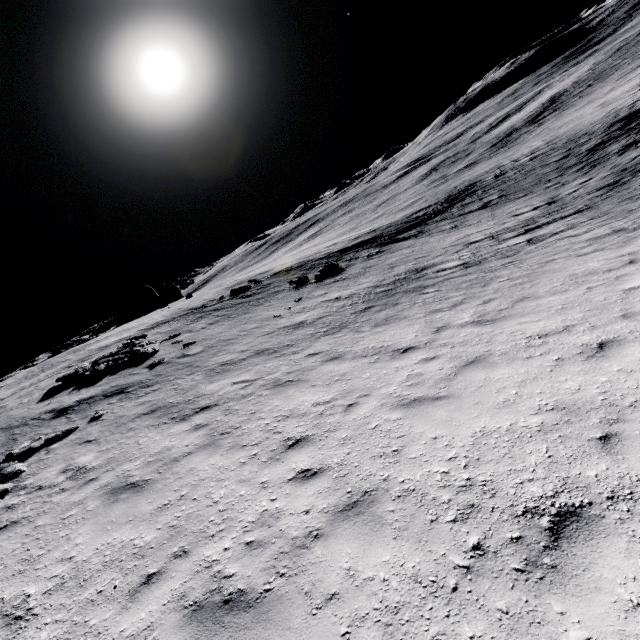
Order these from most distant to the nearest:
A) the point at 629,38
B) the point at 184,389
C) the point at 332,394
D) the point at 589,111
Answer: the point at 629,38
the point at 589,111
the point at 184,389
the point at 332,394

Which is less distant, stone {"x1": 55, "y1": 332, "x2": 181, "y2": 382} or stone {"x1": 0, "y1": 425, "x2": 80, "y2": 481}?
stone {"x1": 0, "y1": 425, "x2": 80, "y2": 481}

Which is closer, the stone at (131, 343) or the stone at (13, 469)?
the stone at (13, 469)

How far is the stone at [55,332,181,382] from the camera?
16.3 meters

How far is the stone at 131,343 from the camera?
16.31m
